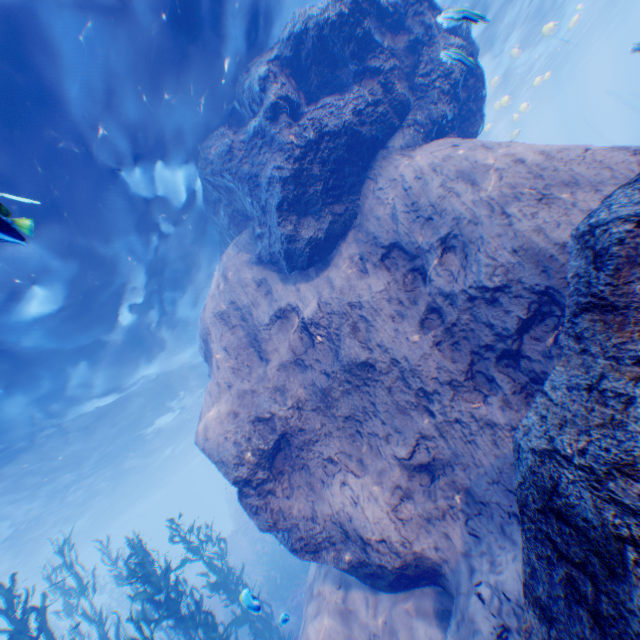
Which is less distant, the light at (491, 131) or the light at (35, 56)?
the light at (35, 56)

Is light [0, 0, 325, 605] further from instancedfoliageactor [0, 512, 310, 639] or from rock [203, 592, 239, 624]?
instancedfoliageactor [0, 512, 310, 639]

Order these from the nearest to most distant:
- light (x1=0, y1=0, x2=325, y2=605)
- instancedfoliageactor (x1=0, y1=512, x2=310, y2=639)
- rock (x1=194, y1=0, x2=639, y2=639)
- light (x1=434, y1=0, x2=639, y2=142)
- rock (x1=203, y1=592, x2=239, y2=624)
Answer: rock (x1=194, y1=0, x2=639, y2=639) < light (x1=0, y1=0, x2=325, y2=605) < instancedfoliageactor (x1=0, y1=512, x2=310, y2=639) < light (x1=434, y1=0, x2=639, y2=142) < rock (x1=203, y1=592, x2=239, y2=624)

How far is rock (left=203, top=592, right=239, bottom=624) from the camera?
17.64m

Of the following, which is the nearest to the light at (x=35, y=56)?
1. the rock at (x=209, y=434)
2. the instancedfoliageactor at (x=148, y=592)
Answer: the rock at (x=209, y=434)

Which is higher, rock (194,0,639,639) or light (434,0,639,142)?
light (434,0,639,142)

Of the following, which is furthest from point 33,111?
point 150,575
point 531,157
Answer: point 150,575
